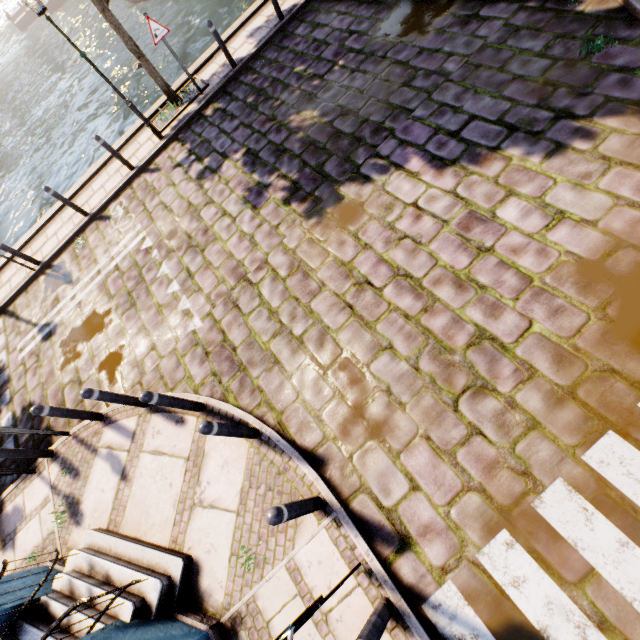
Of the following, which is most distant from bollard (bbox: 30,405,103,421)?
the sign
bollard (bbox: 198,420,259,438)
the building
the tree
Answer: the sign

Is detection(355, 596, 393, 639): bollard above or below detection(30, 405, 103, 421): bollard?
below

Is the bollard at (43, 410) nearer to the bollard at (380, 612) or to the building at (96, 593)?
the building at (96, 593)

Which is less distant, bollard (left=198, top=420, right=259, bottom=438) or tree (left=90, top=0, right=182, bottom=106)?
bollard (left=198, top=420, right=259, bottom=438)

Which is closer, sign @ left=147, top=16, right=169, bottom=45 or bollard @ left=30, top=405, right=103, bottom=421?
bollard @ left=30, top=405, right=103, bottom=421

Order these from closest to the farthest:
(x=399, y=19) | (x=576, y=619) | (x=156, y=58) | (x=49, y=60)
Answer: (x=576, y=619)
(x=399, y=19)
(x=156, y=58)
(x=49, y=60)

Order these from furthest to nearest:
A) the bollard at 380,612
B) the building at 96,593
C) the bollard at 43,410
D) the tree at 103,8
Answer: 1. the tree at 103,8
2. the bollard at 43,410
3. the building at 96,593
4. the bollard at 380,612

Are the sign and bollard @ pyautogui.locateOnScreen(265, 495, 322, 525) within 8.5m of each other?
no
